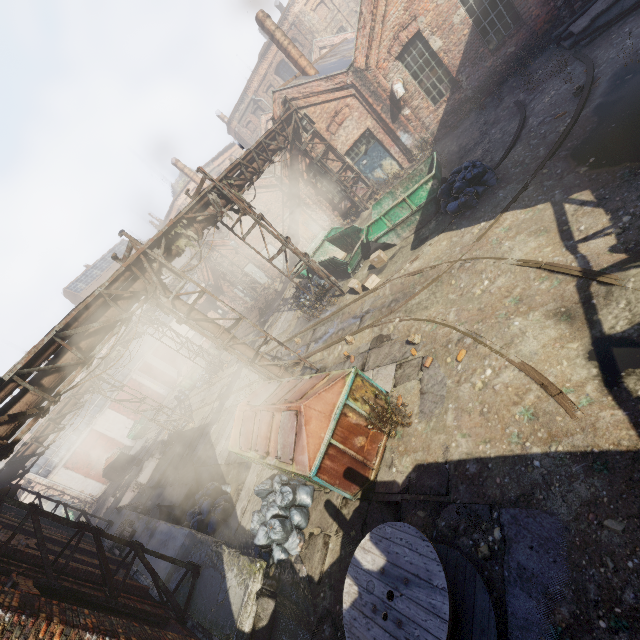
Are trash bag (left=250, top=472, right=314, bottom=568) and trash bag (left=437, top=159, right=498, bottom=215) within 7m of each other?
no

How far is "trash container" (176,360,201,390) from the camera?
25.75m

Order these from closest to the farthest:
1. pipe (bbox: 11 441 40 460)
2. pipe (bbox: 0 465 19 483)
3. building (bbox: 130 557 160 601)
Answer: building (bbox: 130 557 160 601) < pipe (bbox: 0 465 19 483) < pipe (bbox: 11 441 40 460)

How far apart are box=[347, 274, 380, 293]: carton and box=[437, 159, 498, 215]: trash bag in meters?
3.0

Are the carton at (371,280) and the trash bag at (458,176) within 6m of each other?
yes

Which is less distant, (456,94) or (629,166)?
(629,166)

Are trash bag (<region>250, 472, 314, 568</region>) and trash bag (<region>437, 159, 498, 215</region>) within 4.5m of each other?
no

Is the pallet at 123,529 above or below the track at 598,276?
above
